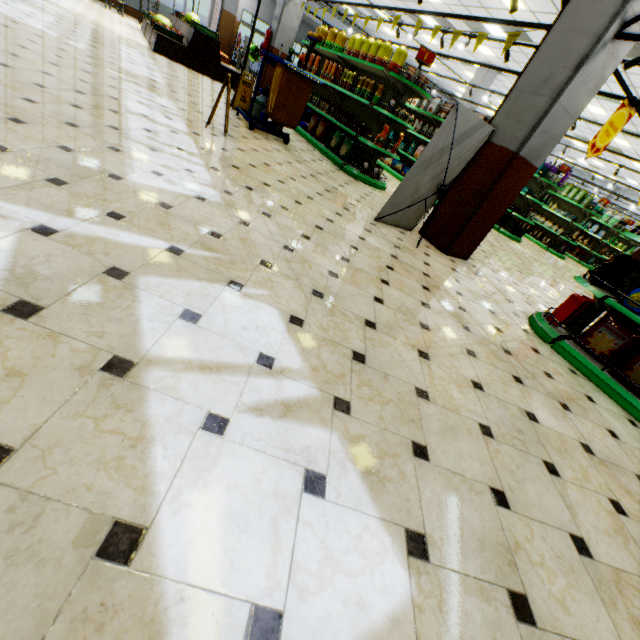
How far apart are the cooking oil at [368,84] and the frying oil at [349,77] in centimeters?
38cm

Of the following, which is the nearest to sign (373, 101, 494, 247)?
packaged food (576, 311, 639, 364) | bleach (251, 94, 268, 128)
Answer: packaged food (576, 311, 639, 364)

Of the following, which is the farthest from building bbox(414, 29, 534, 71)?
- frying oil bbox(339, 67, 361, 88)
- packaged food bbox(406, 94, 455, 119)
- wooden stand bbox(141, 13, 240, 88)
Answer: packaged food bbox(406, 94, 455, 119)

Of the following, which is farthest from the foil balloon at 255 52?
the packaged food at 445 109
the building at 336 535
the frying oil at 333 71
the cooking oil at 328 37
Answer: the packaged food at 445 109

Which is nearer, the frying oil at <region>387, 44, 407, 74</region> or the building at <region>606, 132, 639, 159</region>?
the frying oil at <region>387, 44, 407, 74</region>

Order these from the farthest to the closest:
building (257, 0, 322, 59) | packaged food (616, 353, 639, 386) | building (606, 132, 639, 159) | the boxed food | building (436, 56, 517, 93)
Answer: building (436, 56, 517, 93), building (606, 132, 639, 159), building (257, 0, 322, 59), the boxed food, packaged food (616, 353, 639, 386)

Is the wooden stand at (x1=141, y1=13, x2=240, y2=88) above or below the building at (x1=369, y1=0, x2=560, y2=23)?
below

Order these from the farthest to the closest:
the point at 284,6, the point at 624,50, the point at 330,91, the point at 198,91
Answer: the point at 284,6 → the point at 330,91 → the point at 198,91 → the point at 624,50
